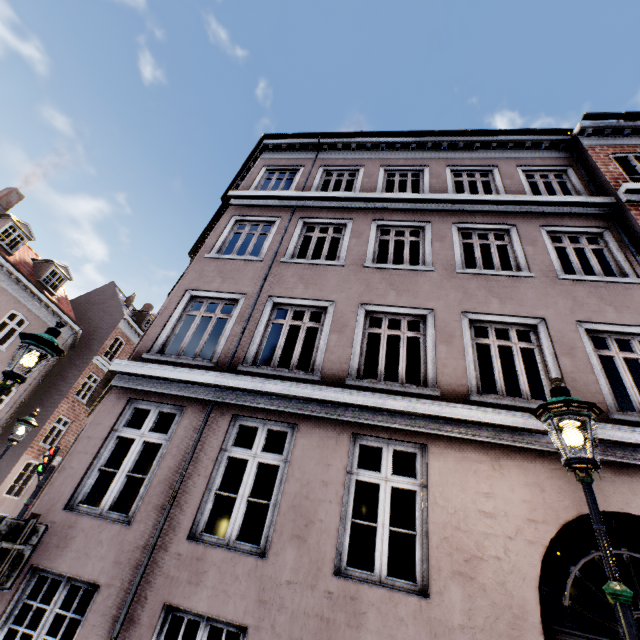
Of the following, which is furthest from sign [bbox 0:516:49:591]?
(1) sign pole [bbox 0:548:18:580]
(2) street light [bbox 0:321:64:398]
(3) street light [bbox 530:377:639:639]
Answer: (3) street light [bbox 530:377:639:639]

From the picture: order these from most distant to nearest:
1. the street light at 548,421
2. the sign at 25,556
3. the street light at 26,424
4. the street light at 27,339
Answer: the street light at 26,424 → the street light at 27,339 → the sign at 25,556 → the street light at 548,421

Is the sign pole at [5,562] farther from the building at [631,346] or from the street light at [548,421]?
the street light at [548,421]

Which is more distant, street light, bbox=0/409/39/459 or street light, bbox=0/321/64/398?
street light, bbox=0/409/39/459

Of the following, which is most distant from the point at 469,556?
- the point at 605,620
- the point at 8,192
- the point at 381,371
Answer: the point at 8,192

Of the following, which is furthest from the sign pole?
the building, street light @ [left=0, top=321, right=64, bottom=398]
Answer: the building

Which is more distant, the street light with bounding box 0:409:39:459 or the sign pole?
the street light with bounding box 0:409:39:459

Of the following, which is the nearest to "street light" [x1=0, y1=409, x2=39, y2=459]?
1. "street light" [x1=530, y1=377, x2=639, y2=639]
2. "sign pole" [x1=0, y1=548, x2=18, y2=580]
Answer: "sign pole" [x1=0, y1=548, x2=18, y2=580]
